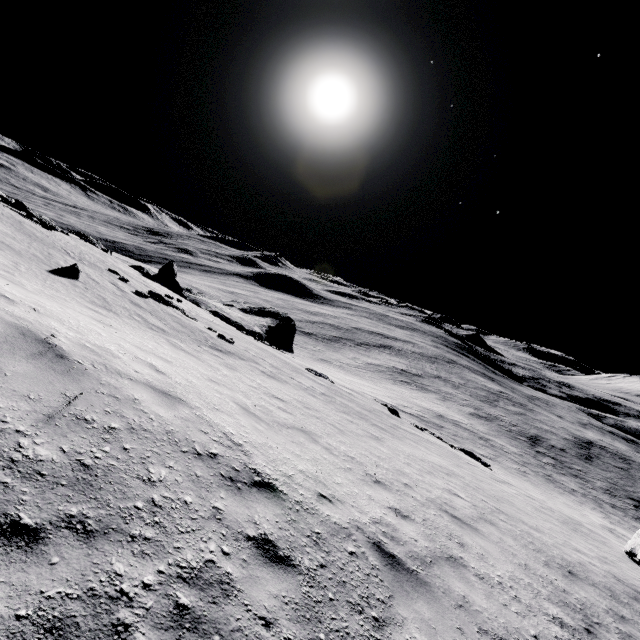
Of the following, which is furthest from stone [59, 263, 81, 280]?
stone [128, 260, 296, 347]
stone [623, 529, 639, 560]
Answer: stone [623, 529, 639, 560]

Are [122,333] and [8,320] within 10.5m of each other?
yes

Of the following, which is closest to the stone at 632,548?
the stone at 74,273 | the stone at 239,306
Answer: the stone at 74,273

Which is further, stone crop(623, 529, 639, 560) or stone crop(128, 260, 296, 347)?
stone crop(128, 260, 296, 347)

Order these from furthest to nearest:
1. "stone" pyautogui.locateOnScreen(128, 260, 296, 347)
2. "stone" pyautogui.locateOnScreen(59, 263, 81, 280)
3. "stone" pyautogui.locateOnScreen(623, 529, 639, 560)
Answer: "stone" pyautogui.locateOnScreen(128, 260, 296, 347), "stone" pyautogui.locateOnScreen(623, 529, 639, 560), "stone" pyautogui.locateOnScreen(59, 263, 81, 280)

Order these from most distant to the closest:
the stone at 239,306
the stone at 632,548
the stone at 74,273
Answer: the stone at 239,306
the stone at 632,548
the stone at 74,273
